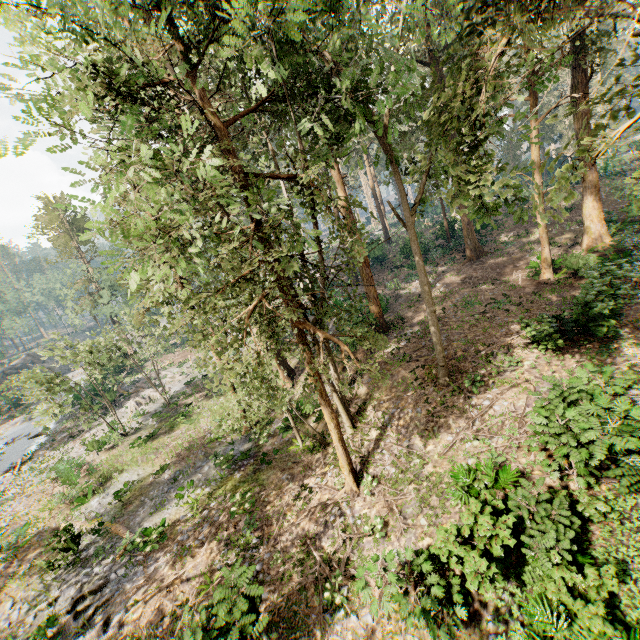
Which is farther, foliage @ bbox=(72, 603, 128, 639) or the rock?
the rock

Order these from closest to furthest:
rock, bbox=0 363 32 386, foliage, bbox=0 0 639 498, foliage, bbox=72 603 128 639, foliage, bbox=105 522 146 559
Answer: foliage, bbox=0 0 639 498
foliage, bbox=72 603 128 639
foliage, bbox=105 522 146 559
rock, bbox=0 363 32 386

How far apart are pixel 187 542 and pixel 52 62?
17.08m

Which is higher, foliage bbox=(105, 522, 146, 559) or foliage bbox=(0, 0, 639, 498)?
foliage bbox=(0, 0, 639, 498)

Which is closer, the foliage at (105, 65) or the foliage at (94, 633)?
the foliage at (105, 65)

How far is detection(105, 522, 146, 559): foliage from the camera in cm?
1426

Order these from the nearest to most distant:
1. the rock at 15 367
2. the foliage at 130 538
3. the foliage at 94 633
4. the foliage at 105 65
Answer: the foliage at 105 65
the foliage at 94 633
the foliage at 130 538
the rock at 15 367

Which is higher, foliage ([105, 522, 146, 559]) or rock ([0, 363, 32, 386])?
rock ([0, 363, 32, 386])
